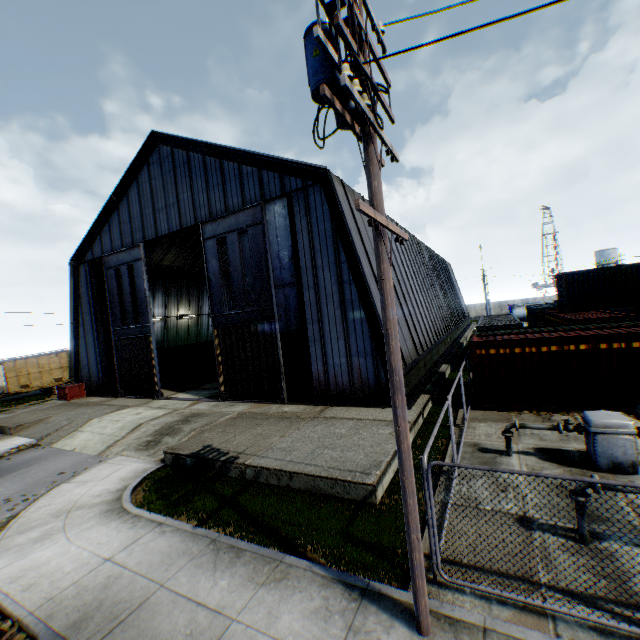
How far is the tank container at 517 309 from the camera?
51.5m

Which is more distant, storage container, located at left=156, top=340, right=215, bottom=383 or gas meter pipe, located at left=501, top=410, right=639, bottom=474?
storage container, located at left=156, top=340, right=215, bottom=383

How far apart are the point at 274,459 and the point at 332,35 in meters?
10.2 m

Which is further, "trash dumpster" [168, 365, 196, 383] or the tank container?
the tank container

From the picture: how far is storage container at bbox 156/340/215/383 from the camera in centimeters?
2756cm

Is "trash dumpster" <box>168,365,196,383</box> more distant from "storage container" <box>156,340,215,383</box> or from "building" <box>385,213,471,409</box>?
"building" <box>385,213,471,409</box>

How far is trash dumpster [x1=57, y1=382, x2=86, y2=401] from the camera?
24.4 meters

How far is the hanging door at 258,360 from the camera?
16.4m
